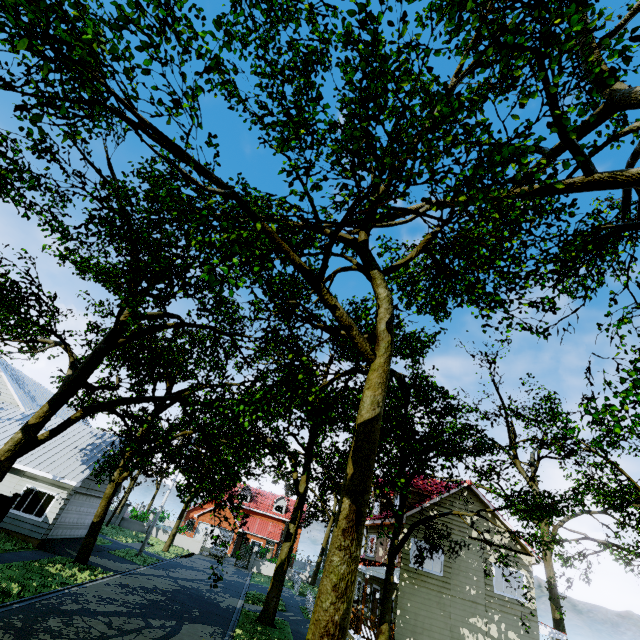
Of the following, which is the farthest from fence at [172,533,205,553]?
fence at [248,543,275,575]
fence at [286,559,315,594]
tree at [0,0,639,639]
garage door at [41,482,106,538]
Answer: fence at [286,559,315,594]

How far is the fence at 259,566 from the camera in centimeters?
3662cm

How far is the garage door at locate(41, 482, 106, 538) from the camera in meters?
18.5 m

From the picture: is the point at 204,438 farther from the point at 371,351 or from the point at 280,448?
the point at 280,448

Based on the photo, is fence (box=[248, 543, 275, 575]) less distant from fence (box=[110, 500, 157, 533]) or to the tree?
the tree

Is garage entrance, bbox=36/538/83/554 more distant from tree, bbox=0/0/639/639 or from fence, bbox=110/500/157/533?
fence, bbox=110/500/157/533

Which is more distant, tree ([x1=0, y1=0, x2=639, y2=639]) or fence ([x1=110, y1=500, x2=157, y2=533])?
fence ([x1=110, y1=500, x2=157, y2=533])

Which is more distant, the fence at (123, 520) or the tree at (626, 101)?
the fence at (123, 520)
